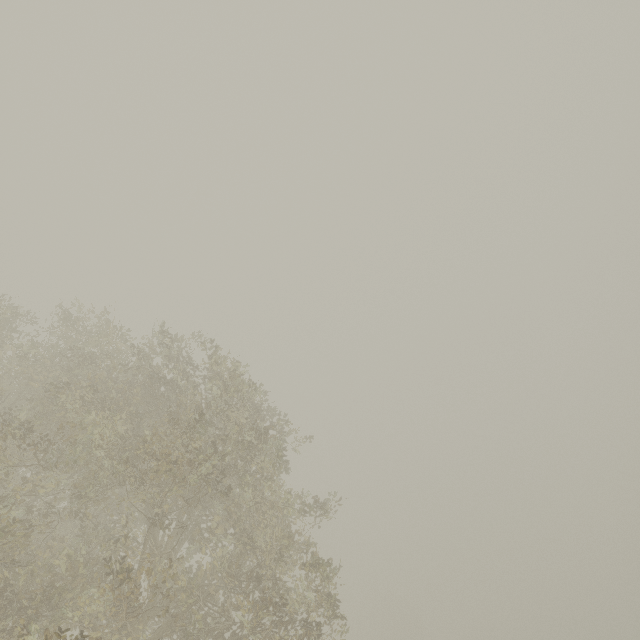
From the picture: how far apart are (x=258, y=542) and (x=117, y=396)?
6.57m
